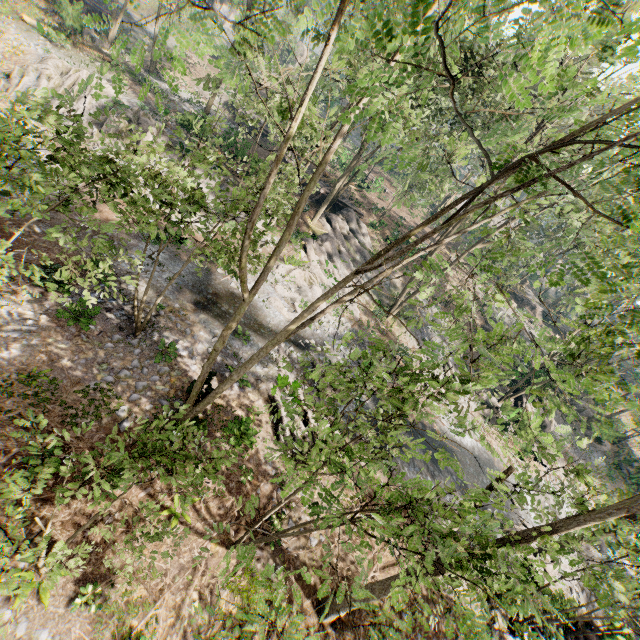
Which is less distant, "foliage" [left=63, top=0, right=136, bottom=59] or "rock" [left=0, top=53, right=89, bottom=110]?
"foliage" [left=63, top=0, right=136, bottom=59]

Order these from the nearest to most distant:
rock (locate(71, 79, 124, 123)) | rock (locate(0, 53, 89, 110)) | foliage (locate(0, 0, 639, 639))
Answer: foliage (locate(0, 0, 639, 639)) < rock (locate(0, 53, 89, 110)) < rock (locate(71, 79, 124, 123))

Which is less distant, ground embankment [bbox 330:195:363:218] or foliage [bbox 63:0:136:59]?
foliage [bbox 63:0:136:59]

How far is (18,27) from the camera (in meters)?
24.56

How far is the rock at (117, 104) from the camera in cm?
2262

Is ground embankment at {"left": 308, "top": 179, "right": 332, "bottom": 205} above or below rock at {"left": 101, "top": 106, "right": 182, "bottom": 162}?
above

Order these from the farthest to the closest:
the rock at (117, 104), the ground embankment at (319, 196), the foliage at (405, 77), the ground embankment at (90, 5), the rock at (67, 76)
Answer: the ground embankment at (319, 196) → the ground embankment at (90, 5) → the rock at (117, 104) → the rock at (67, 76) → the foliage at (405, 77)

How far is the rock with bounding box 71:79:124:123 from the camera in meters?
22.6 m
